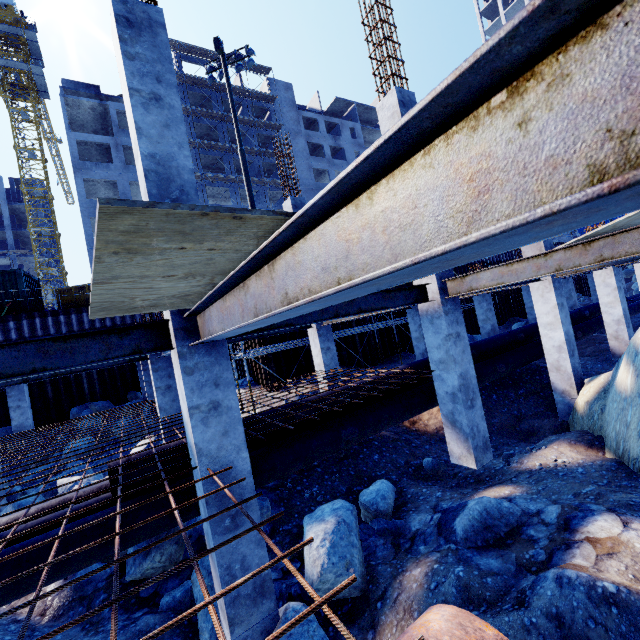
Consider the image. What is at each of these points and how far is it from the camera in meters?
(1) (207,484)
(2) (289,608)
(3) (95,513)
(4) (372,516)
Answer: (1) concrete column, 3.8
(2) compgrassrocksplants, 4.1
(3) pipe, 5.1
(4) compgrassrocksplants, 6.3

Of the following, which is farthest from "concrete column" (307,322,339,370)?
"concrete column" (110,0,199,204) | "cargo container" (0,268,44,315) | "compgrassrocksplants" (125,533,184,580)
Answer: "cargo container" (0,268,44,315)

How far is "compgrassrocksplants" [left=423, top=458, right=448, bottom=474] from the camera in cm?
798

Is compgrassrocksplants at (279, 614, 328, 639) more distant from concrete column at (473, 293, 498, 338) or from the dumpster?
the dumpster

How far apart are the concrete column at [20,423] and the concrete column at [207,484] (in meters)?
14.99

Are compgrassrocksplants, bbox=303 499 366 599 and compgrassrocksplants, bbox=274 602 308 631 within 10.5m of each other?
yes

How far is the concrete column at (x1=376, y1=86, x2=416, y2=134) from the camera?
6.7m

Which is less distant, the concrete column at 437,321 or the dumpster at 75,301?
the concrete column at 437,321
